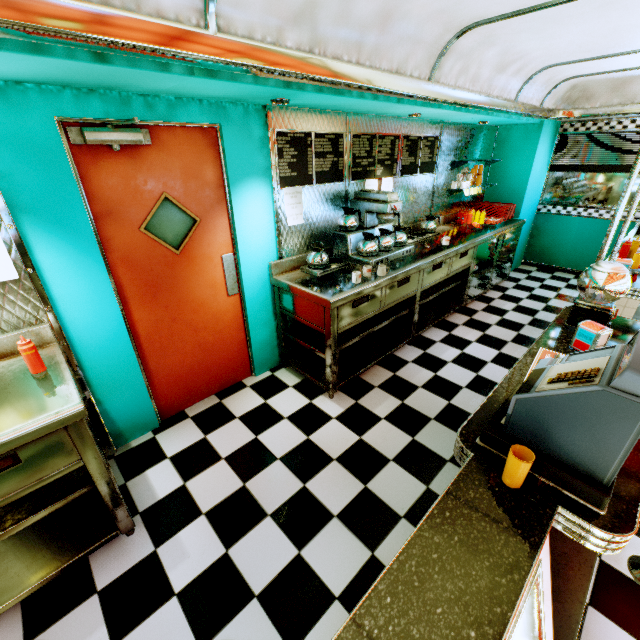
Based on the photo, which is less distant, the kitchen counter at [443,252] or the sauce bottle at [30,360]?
the sauce bottle at [30,360]

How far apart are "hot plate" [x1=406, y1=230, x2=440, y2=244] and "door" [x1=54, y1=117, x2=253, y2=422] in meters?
2.1 m

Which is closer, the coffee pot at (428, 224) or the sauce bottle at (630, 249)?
the sauce bottle at (630, 249)

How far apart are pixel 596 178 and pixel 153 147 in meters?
7.2 m

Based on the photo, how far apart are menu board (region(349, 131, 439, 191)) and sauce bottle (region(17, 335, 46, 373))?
3.2 meters

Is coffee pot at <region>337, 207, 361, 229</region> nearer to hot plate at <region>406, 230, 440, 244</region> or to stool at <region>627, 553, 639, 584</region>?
hot plate at <region>406, 230, 440, 244</region>

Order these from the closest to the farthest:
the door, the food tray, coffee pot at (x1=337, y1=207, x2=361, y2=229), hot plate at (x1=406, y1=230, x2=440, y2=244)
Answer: the door
coffee pot at (x1=337, y1=207, x2=361, y2=229)
hot plate at (x1=406, y1=230, x2=440, y2=244)
the food tray

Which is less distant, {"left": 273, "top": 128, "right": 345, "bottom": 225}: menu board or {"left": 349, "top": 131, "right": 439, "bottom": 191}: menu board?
{"left": 273, "top": 128, "right": 345, "bottom": 225}: menu board
